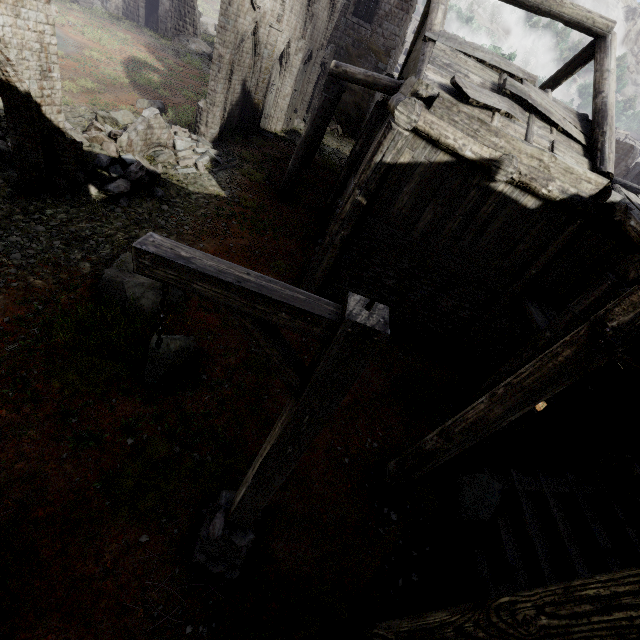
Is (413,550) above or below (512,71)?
below

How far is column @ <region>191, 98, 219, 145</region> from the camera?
13.24m

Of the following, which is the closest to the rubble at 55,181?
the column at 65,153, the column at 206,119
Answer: the column at 65,153

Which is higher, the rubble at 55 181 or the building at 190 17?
the building at 190 17

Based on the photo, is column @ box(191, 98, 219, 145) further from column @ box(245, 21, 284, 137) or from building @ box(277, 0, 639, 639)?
building @ box(277, 0, 639, 639)

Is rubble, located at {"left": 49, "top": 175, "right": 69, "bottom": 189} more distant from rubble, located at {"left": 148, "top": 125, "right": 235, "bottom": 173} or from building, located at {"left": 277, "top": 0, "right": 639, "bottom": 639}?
building, located at {"left": 277, "top": 0, "right": 639, "bottom": 639}

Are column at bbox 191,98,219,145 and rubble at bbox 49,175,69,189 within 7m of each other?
yes

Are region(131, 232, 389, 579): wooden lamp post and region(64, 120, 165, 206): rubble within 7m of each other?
no
